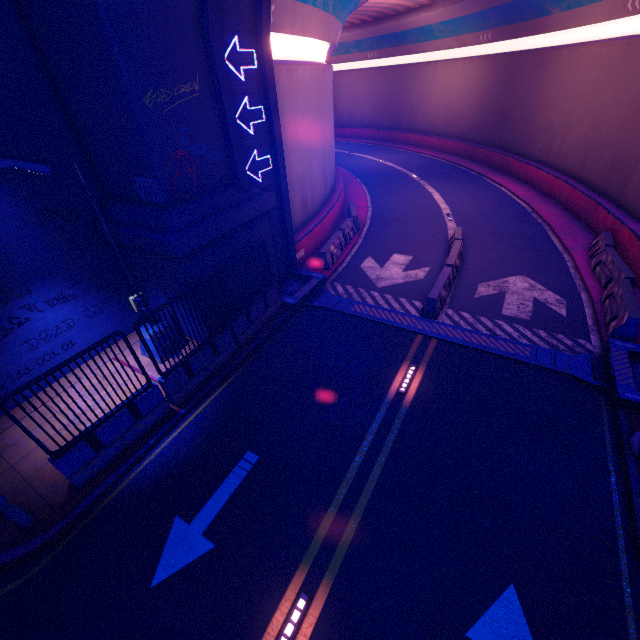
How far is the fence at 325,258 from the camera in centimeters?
1451cm

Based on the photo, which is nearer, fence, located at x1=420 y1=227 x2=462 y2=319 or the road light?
the road light

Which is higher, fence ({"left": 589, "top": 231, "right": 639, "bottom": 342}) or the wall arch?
the wall arch

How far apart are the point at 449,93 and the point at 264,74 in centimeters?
2968cm

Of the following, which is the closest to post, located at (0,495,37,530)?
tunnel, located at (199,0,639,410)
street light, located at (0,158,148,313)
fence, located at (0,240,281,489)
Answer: fence, located at (0,240,281,489)

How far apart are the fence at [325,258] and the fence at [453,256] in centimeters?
459cm

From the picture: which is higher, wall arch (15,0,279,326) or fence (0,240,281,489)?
wall arch (15,0,279,326)

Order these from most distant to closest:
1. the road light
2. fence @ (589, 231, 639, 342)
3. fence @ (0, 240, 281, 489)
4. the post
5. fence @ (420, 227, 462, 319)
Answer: fence @ (420, 227, 462, 319) < fence @ (589, 231, 639, 342) < fence @ (0, 240, 281, 489) < the post < the road light
